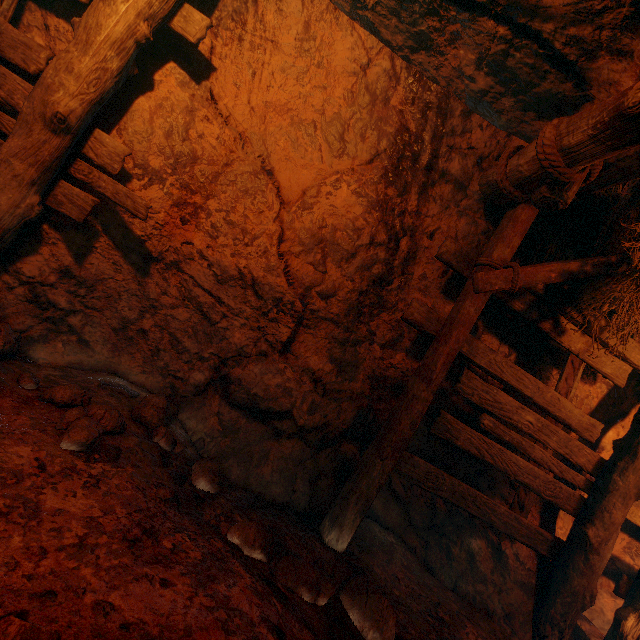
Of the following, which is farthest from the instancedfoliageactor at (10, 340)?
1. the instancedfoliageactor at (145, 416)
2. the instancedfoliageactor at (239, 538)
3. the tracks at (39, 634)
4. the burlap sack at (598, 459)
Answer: the instancedfoliageactor at (239, 538)

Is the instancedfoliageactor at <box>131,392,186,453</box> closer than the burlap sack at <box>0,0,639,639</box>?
No

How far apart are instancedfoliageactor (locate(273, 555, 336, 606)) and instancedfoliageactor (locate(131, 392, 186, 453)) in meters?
0.9

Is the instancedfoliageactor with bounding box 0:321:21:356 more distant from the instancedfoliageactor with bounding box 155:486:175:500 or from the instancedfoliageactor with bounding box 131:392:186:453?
the instancedfoliageactor with bounding box 155:486:175:500

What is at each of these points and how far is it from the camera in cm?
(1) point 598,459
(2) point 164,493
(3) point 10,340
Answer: (1) burlap sack, 358
(2) instancedfoliageactor, 222
(3) instancedfoliageactor, 253

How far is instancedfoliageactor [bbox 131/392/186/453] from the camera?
2.72m

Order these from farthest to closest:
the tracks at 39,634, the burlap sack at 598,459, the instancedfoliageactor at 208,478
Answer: the instancedfoliageactor at 208,478
the burlap sack at 598,459
the tracks at 39,634

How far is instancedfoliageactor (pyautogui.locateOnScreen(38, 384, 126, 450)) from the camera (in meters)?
2.10
